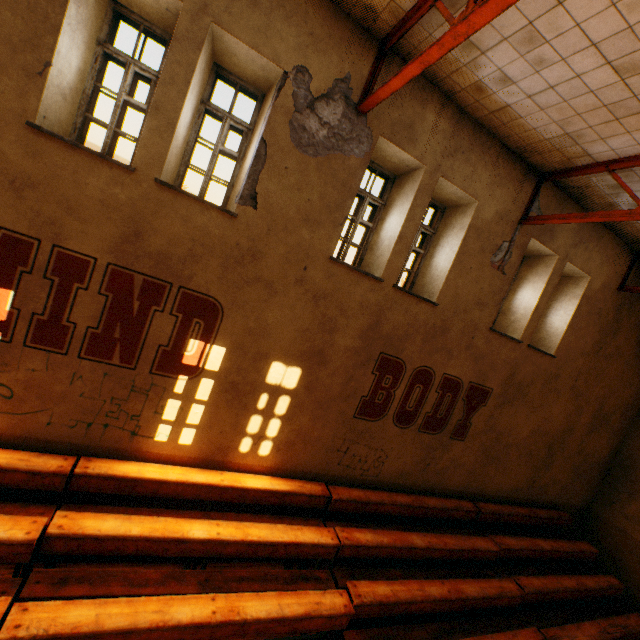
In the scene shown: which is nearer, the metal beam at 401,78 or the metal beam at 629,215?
the metal beam at 401,78

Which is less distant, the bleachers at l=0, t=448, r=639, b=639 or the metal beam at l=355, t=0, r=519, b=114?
the metal beam at l=355, t=0, r=519, b=114

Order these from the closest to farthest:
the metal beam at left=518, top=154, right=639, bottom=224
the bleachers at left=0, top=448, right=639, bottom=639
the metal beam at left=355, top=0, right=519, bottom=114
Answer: the metal beam at left=355, top=0, right=519, bottom=114 → the bleachers at left=0, top=448, right=639, bottom=639 → the metal beam at left=518, top=154, right=639, bottom=224

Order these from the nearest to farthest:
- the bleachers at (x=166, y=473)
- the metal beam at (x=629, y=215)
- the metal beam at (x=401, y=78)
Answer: the metal beam at (x=401, y=78), the bleachers at (x=166, y=473), the metal beam at (x=629, y=215)

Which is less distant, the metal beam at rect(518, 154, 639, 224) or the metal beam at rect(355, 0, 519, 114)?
the metal beam at rect(355, 0, 519, 114)

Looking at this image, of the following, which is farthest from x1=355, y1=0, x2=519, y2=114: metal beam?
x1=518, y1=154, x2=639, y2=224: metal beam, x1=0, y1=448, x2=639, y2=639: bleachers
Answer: x1=0, y1=448, x2=639, y2=639: bleachers

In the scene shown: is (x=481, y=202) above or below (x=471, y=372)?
above
